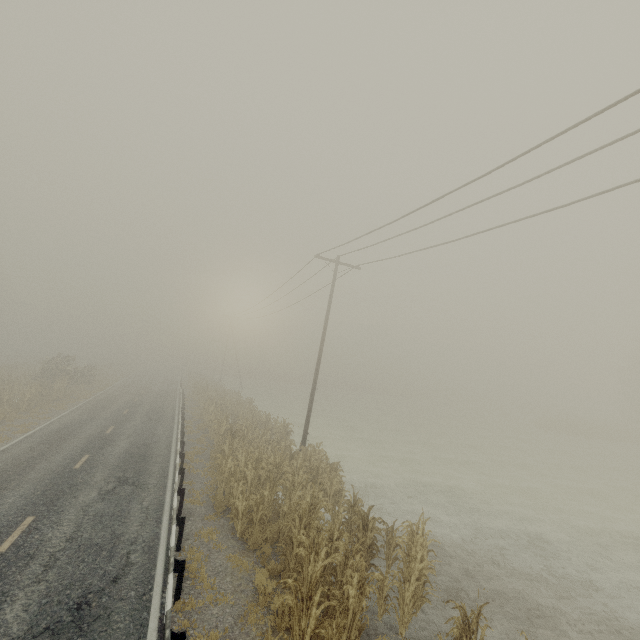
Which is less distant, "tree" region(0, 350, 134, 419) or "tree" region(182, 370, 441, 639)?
"tree" region(182, 370, 441, 639)

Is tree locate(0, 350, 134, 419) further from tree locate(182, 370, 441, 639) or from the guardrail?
tree locate(182, 370, 441, 639)

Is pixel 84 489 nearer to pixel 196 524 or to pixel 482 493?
pixel 196 524

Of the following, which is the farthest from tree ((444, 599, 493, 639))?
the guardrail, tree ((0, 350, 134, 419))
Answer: tree ((0, 350, 134, 419))

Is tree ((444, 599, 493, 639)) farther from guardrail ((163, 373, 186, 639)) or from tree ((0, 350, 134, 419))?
tree ((0, 350, 134, 419))

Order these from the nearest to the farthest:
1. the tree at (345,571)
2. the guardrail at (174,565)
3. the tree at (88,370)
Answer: the guardrail at (174,565) → the tree at (345,571) → the tree at (88,370)

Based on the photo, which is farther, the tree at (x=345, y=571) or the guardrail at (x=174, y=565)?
the tree at (x=345, y=571)

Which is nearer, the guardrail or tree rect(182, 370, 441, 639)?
the guardrail
